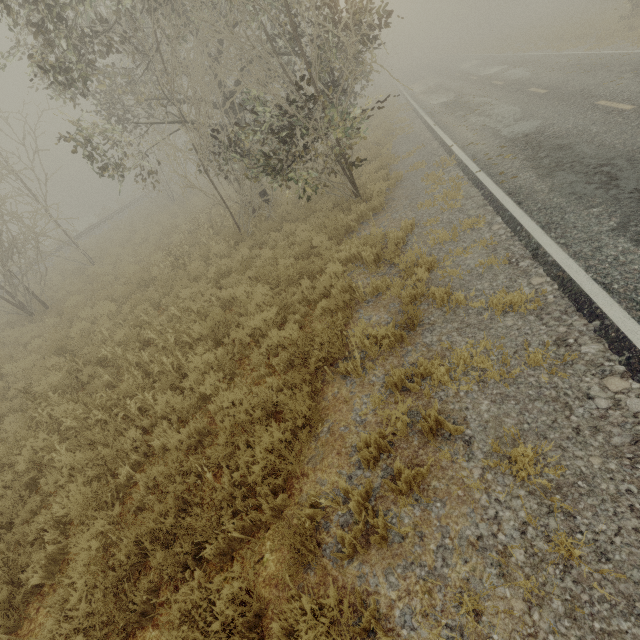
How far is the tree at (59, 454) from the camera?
5.00m

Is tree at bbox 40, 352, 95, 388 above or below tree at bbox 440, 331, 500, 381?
above

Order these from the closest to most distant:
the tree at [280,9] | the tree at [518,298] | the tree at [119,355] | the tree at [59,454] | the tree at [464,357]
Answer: the tree at [464,357]
the tree at [518,298]
the tree at [59,454]
the tree at [119,355]
the tree at [280,9]

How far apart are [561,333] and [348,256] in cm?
449

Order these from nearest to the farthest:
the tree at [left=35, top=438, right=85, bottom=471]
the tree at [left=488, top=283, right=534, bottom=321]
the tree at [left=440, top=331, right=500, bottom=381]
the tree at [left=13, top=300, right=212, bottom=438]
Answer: the tree at [left=440, top=331, right=500, bottom=381]
the tree at [left=488, top=283, right=534, bottom=321]
the tree at [left=35, top=438, right=85, bottom=471]
the tree at [left=13, top=300, right=212, bottom=438]

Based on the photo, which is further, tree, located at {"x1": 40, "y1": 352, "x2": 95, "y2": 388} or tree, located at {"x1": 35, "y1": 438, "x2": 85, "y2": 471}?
tree, located at {"x1": 40, "y1": 352, "x2": 95, "y2": 388}

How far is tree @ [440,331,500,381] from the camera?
3.9 meters
